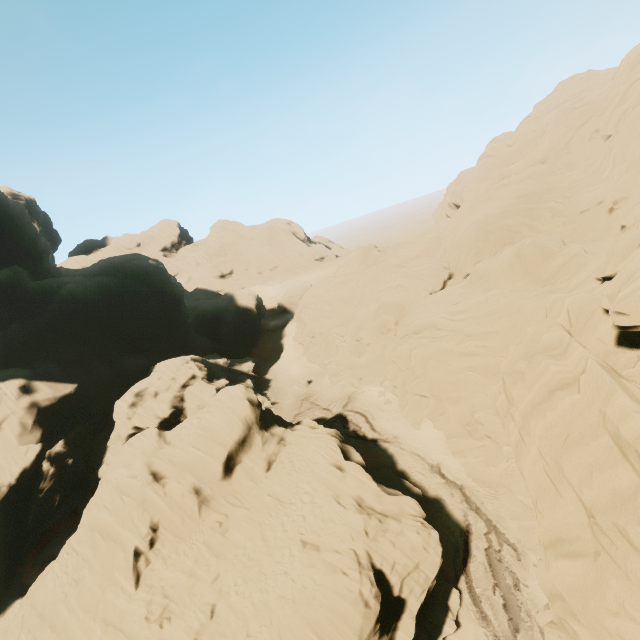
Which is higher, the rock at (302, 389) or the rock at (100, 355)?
the rock at (100, 355)

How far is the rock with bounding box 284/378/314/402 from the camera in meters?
46.6

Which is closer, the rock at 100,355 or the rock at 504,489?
the rock at 504,489

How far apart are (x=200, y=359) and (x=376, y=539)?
36.08m

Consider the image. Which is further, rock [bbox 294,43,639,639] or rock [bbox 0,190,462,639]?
rock [bbox 0,190,462,639]

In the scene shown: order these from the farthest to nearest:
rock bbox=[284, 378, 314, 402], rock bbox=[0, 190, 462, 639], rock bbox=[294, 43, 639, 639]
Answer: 1. rock bbox=[284, 378, 314, 402]
2. rock bbox=[0, 190, 462, 639]
3. rock bbox=[294, 43, 639, 639]
